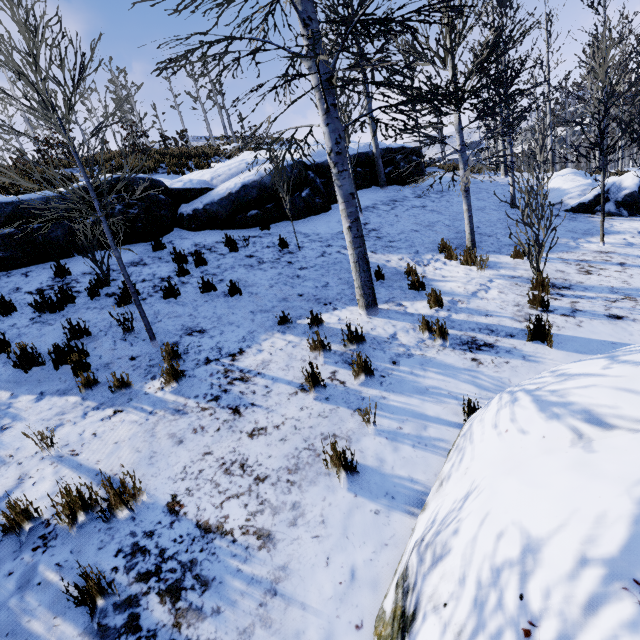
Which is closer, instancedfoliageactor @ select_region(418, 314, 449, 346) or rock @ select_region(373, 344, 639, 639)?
rock @ select_region(373, 344, 639, 639)

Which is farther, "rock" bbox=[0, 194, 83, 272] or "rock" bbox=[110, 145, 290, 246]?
"rock" bbox=[110, 145, 290, 246]

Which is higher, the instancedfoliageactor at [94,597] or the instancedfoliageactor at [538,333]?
the instancedfoliageactor at [94,597]

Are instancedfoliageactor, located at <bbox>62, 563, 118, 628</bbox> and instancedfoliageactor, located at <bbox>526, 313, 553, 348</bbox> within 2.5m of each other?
no

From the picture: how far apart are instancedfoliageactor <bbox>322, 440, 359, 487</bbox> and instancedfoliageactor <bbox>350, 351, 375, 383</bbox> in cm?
107

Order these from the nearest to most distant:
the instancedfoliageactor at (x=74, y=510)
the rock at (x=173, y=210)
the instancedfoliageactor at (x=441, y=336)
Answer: the instancedfoliageactor at (x=74, y=510) < the instancedfoliageactor at (x=441, y=336) < the rock at (x=173, y=210)

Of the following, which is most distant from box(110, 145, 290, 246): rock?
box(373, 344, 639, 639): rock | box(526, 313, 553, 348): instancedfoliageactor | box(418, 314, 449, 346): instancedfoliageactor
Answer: box(373, 344, 639, 639): rock

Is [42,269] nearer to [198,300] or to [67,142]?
[198,300]
